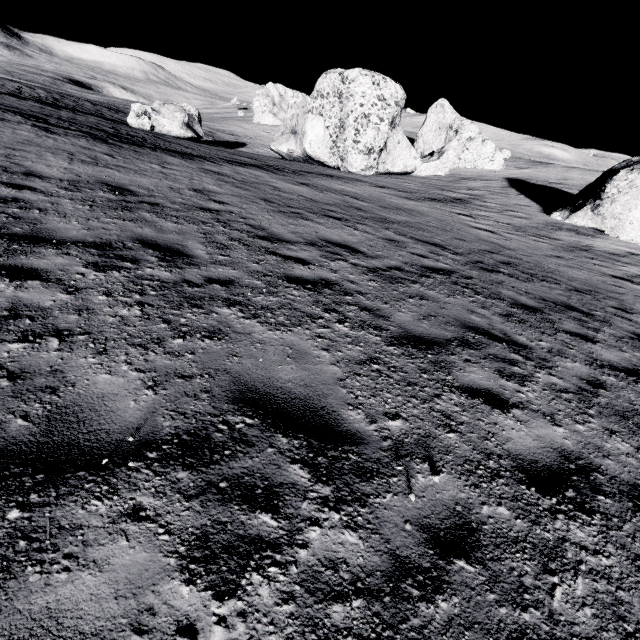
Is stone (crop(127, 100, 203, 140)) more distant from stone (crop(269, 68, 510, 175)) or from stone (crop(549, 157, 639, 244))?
stone (crop(549, 157, 639, 244))

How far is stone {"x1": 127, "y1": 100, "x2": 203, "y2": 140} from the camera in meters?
25.8

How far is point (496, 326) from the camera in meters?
5.8 m

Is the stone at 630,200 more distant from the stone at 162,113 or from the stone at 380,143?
the stone at 162,113

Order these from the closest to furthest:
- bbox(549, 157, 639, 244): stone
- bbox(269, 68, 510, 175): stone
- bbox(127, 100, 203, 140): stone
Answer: bbox(549, 157, 639, 244): stone, bbox(269, 68, 510, 175): stone, bbox(127, 100, 203, 140): stone

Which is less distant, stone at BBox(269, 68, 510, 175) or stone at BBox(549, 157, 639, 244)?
stone at BBox(549, 157, 639, 244)

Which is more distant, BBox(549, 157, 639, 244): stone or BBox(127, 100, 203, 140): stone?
BBox(127, 100, 203, 140): stone
